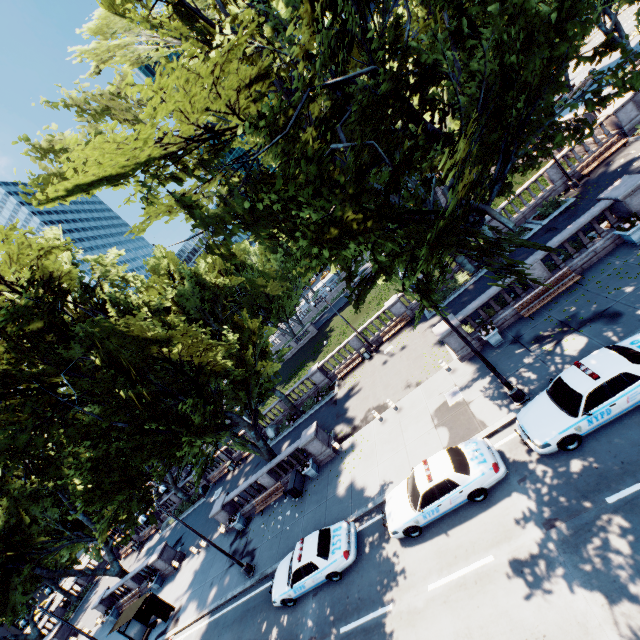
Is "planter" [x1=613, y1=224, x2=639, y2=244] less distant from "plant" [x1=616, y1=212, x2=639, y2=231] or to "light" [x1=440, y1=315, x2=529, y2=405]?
"plant" [x1=616, y1=212, x2=639, y2=231]

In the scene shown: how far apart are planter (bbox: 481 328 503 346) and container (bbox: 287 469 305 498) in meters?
14.5 m

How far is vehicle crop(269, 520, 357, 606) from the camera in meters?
13.5 m

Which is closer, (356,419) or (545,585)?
(545,585)

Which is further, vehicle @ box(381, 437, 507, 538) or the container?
the container

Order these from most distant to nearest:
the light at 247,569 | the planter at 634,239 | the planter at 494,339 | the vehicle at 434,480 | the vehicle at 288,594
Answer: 1. the light at 247,569
2. the planter at 494,339
3. the planter at 634,239
4. the vehicle at 288,594
5. the vehicle at 434,480

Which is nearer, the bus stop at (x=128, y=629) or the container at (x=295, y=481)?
the container at (x=295, y=481)

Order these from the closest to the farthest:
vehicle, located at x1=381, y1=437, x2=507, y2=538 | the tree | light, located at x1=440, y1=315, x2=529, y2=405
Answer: the tree → vehicle, located at x1=381, y1=437, x2=507, y2=538 → light, located at x1=440, y1=315, x2=529, y2=405
